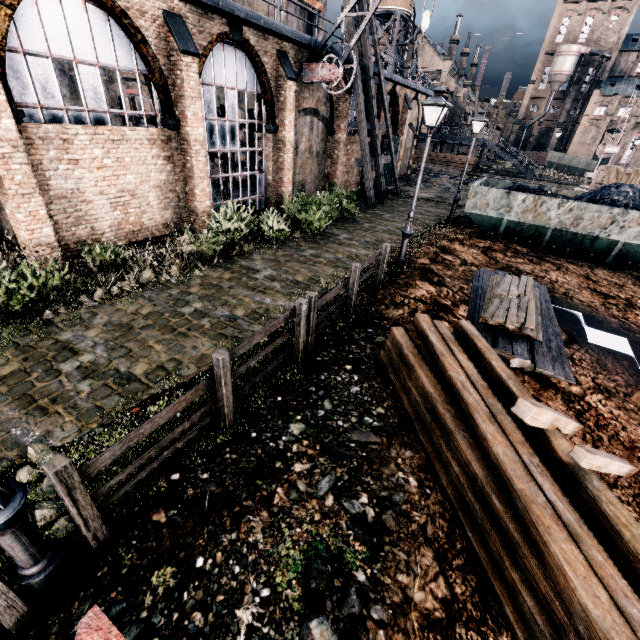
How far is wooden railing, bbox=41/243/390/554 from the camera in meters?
3.4 m

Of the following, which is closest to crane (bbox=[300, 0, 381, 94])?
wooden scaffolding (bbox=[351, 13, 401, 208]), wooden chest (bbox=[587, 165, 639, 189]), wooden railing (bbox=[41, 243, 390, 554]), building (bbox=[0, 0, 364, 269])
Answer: building (bbox=[0, 0, 364, 269])

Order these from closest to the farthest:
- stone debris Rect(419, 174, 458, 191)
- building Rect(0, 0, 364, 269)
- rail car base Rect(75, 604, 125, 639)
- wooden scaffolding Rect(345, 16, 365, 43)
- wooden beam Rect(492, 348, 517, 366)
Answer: rail car base Rect(75, 604, 125, 639) → wooden beam Rect(492, 348, 517, 366) → building Rect(0, 0, 364, 269) → wooden scaffolding Rect(345, 16, 365, 43) → stone debris Rect(419, 174, 458, 191)

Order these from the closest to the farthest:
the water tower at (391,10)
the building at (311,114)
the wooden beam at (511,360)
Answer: the wooden beam at (511,360) → the building at (311,114) → the water tower at (391,10)

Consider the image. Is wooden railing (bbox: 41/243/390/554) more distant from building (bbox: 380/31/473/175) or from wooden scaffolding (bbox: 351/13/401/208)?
wooden scaffolding (bbox: 351/13/401/208)

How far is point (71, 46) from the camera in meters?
9.4

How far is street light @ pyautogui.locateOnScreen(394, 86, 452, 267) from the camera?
9.5 meters

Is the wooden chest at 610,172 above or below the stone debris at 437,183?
above
